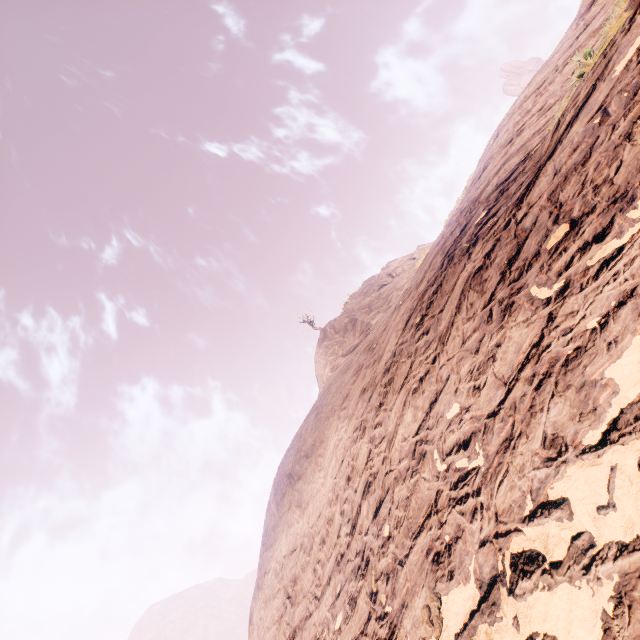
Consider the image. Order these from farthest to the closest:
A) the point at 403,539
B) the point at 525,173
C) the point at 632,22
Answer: the point at 525,173 < the point at 403,539 < the point at 632,22
